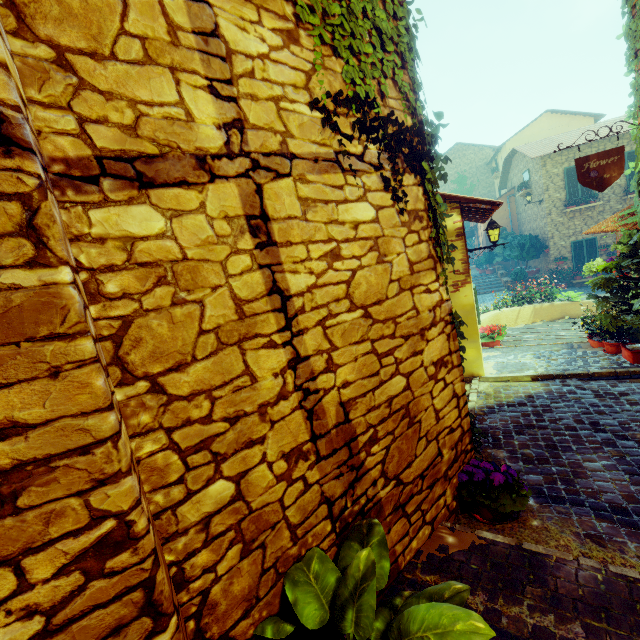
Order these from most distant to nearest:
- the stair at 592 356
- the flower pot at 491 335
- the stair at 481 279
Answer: the stair at 481 279, the flower pot at 491 335, the stair at 592 356

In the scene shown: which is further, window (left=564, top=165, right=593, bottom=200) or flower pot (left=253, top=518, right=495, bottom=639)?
window (left=564, top=165, right=593, bottom=200)

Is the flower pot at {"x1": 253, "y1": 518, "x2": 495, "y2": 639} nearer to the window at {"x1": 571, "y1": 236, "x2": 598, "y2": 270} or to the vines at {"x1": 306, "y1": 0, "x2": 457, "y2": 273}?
the vines at {"x1": 306, "y1": 0, "x2": 457, "y2": 273}

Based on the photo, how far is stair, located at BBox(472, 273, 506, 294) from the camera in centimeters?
1906cm

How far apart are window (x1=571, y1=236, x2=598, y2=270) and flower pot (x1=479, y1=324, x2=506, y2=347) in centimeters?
1265cm

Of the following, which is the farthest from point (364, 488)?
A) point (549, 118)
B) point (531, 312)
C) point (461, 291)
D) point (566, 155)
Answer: point (549, 118)

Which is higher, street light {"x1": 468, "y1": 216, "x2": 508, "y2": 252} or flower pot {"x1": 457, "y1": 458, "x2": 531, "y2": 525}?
street light {"x1": 468, "y1": 216, "x2": 508, "y2": 252}

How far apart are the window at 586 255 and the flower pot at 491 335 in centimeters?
1265cm
